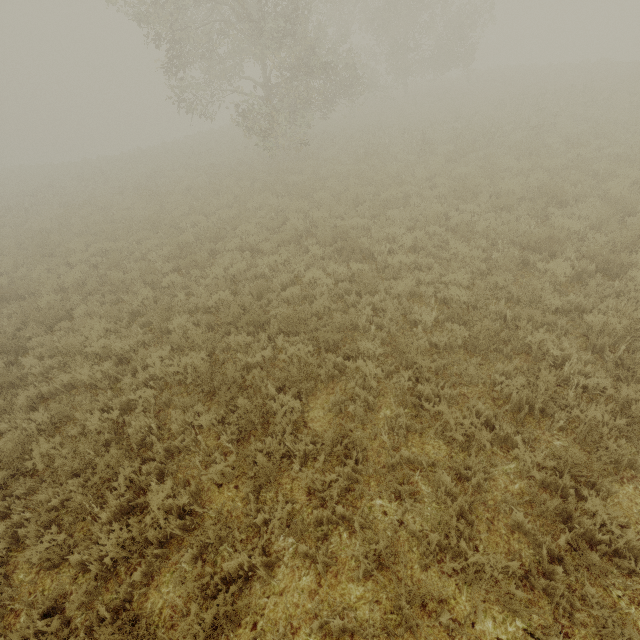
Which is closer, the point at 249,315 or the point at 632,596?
the point at 632,596
